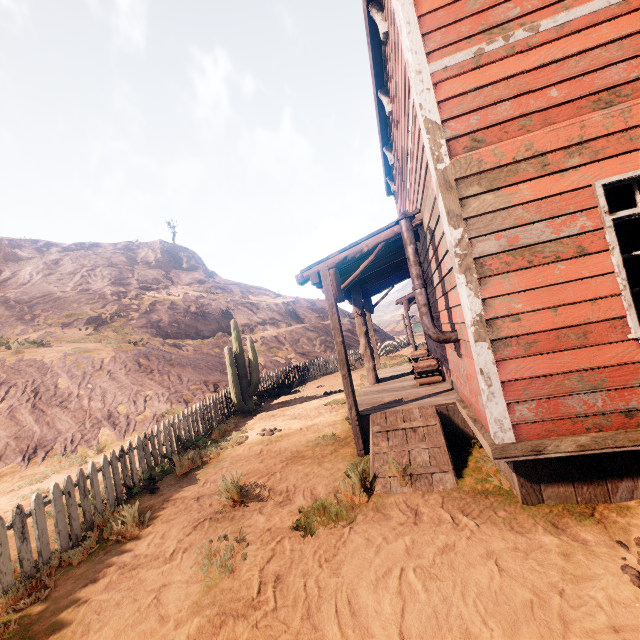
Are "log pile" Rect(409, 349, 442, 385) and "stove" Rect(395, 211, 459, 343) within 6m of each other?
yes

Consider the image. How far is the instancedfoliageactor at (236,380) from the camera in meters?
11.0 m

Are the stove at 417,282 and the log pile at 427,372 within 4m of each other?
yes

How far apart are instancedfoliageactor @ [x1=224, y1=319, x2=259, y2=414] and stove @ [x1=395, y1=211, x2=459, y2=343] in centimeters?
792cm

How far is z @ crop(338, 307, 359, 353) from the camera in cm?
2735

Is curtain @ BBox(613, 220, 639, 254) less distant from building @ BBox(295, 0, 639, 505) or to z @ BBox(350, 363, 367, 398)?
building @ BBox(295, 0, 639, 505)

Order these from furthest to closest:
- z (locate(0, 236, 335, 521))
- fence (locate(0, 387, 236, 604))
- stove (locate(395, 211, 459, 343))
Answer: z (locate(0, 236, 335, 521))
stove (locate(395, 211, 459, 343))
fence (locate(0, 387, 236, 604))

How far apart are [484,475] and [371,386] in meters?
4.2 m
